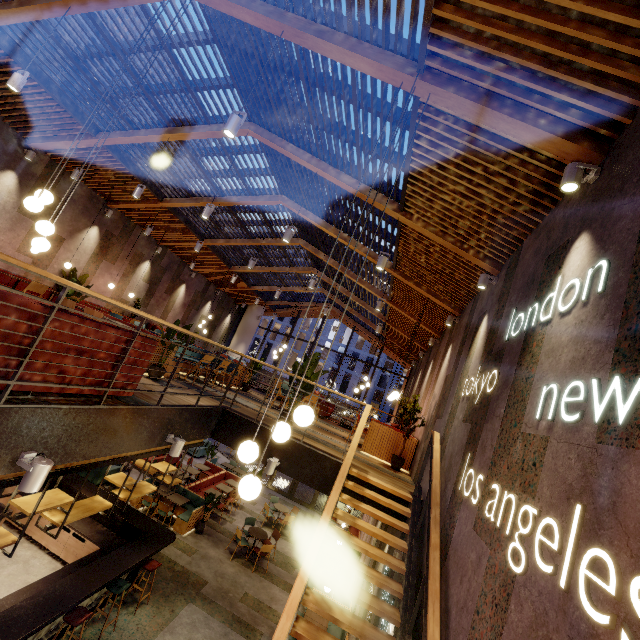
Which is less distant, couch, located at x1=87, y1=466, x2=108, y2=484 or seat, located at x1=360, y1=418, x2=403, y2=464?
seat, located at x1=360, y1=418, x2=403, y2=464

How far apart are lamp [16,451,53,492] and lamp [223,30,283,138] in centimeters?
398cm

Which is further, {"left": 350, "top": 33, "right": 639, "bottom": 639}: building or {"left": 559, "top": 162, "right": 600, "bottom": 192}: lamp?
{"left": 559, "top": 162, "right": 600, "bottom": 192}: lamp

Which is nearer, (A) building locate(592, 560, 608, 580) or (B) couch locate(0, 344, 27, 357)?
(A) building locate(592, 560, 608, 580)

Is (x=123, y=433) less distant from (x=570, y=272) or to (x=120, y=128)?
(x=570, y=272)

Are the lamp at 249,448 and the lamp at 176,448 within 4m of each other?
yes

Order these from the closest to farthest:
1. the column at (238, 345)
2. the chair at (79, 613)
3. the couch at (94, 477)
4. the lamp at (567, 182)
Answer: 1. the lamp at (567, 182)
2. the chair at (79, 613)
3. the couch at (94, 477)
4. the column at (238, 345)

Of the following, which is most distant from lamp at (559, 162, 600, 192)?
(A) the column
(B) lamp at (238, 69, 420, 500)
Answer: (A) the column
